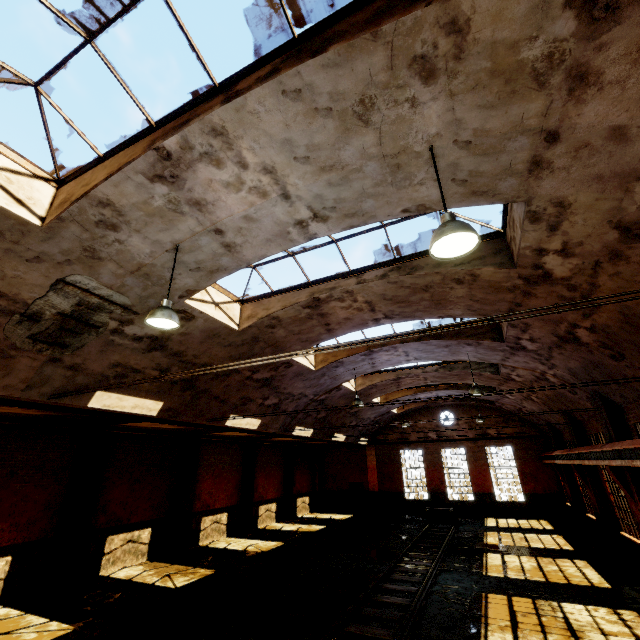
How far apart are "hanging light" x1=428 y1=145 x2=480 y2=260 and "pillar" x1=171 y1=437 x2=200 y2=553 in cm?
1652

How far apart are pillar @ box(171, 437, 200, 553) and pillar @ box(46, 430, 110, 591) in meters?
4.2

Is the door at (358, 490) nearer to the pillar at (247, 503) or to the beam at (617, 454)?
the pillar at (247, 503)

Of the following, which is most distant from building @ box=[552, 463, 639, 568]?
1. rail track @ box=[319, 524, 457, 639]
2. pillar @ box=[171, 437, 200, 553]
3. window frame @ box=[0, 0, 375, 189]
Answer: pillar @ box=[171, 437, 200, 553]

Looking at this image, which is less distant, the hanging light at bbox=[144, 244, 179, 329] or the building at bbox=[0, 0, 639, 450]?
the building at bbox=[0, 0, 639, 450]

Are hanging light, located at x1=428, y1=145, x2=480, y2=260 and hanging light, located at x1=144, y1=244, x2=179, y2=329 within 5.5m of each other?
yes

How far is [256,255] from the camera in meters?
6.8 m

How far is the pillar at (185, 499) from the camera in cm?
1491
